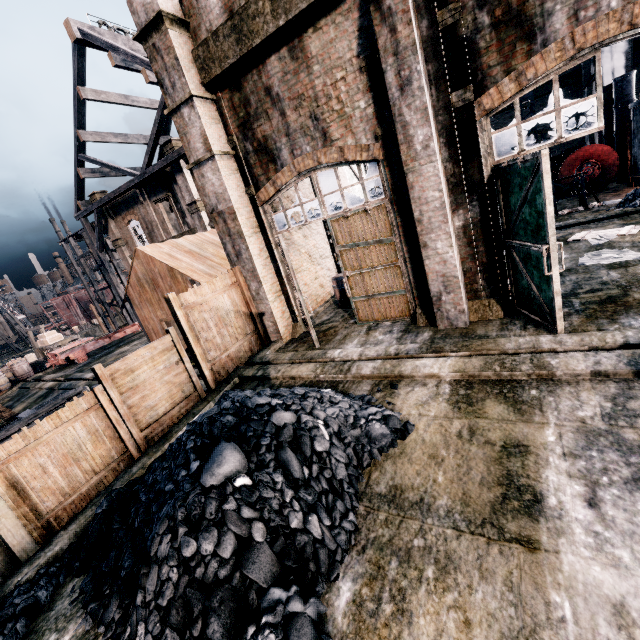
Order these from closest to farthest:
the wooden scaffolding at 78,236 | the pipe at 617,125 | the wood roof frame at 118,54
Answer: the pipe at 617,125 → the wood roof frame at 118,54 → the wooden scaffolding at 78,236

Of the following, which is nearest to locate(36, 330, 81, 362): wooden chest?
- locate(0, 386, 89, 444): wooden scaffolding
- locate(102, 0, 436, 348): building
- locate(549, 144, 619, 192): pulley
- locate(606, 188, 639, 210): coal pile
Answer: locate(102, 0, 436, 348): building

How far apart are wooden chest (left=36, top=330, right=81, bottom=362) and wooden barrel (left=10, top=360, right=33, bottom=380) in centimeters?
349cm

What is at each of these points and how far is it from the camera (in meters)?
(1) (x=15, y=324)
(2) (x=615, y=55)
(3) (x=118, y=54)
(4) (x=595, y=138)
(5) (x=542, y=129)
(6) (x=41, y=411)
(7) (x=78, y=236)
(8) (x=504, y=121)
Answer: (1) wooden scaffolding, 56.03
(2) building, 21.20
(3) wood roof frame, 21.88
(4) building, 26.20
(5) building, 32.97
(6) wooden scaffolding, 14.79
(7) wooden scaffolding, 36.84
(8) building, 34.12

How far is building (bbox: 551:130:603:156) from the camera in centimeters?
2555cm

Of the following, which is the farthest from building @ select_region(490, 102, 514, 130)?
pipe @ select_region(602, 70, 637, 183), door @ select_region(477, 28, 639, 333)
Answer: pipe @ select_region(602, 70, 637, 183)

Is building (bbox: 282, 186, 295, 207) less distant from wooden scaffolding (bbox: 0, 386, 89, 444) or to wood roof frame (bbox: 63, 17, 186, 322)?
wood roof frame (bbox: 63, 17, 186, 322)

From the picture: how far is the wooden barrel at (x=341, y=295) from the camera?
12.59m
